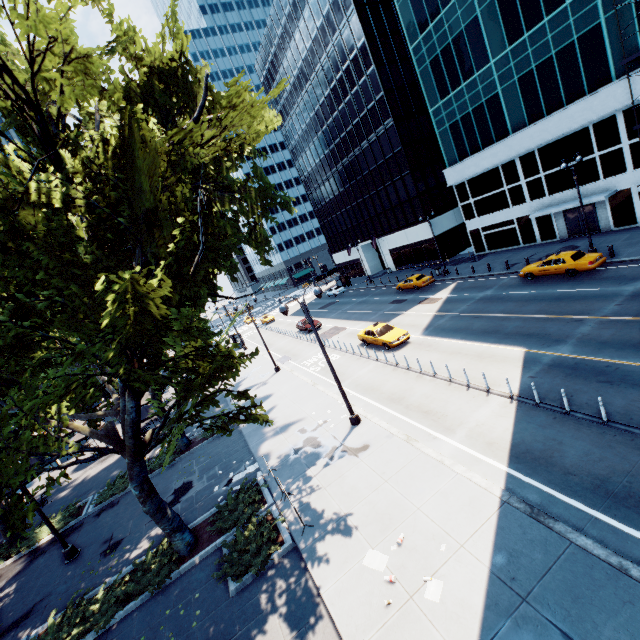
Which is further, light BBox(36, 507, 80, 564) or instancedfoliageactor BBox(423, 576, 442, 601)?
light BBox(36, 507, 80, 564)

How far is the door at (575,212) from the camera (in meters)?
29.17

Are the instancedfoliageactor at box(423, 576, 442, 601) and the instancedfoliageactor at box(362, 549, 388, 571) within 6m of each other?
yes

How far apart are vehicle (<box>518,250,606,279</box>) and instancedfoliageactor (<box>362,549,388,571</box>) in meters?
22.5 m

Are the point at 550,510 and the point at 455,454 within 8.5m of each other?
yes

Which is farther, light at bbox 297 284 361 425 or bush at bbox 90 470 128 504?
bush at bbox 90 470 128 504

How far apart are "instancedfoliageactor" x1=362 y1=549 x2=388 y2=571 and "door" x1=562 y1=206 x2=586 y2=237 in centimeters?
3308cm

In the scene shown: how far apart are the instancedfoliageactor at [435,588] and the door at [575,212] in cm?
3291
